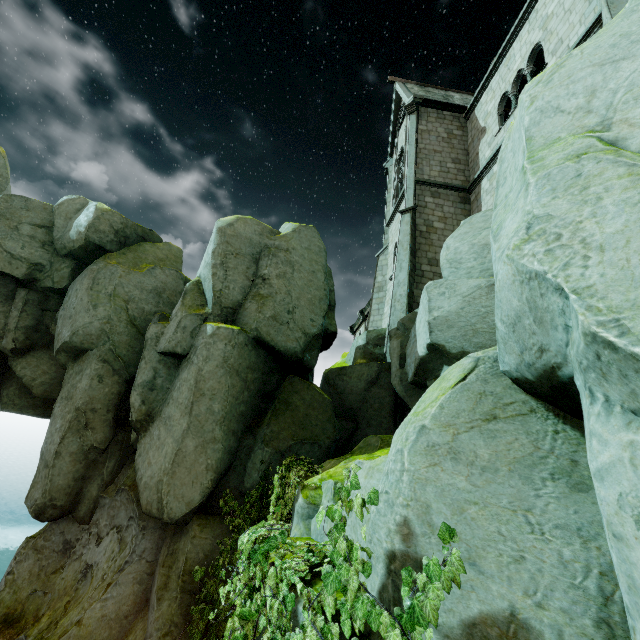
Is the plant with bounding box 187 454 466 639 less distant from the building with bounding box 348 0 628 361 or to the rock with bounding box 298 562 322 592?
the rock with bounding box 298 562 322 592

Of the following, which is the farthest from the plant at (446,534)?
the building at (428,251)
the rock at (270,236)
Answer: the building at (428,251)

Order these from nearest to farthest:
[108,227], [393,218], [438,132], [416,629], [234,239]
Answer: [416,629] < [234,239] < [108,227] < [438,132] < [393,218]

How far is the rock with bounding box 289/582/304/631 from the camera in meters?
3.0 m

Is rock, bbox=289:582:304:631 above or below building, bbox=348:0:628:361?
below

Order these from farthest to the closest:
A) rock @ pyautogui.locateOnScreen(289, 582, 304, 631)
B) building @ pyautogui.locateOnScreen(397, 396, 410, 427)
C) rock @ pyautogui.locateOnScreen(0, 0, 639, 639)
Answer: building @ pyautogui.locateOnScreen(397, 396, 410, 427), rock @ pyautogui.locateOnScreen(289, 582, 304, 631), rock @ pyautogui.locateOnScreen(0, 0, 639, 639)

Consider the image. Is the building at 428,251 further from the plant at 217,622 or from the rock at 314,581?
the plant at 217,622
